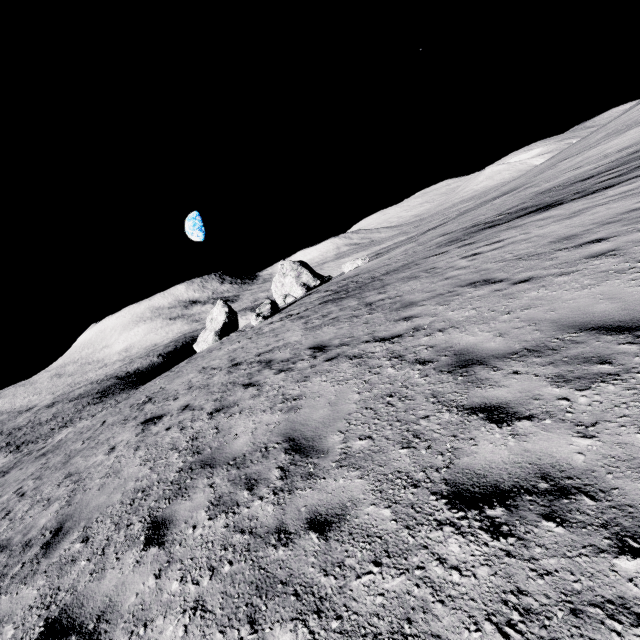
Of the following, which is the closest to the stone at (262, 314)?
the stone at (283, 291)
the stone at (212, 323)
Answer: the stone at (283, 291)

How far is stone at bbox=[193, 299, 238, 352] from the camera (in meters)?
40.91

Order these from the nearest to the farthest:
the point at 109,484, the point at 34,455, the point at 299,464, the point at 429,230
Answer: the point at 299,464
the point at 109,484
the point at 34,455
the point at 429,230

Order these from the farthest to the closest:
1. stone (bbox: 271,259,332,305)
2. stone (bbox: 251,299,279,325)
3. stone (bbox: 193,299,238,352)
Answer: stone (bbox: 271,259,332,305) → stone (bbox: 193,299,238,352) → stone (bbox: 251,299,279,325)

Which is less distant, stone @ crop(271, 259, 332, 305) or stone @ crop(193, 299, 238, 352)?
stone @ crop(193, 299, 238, 352)

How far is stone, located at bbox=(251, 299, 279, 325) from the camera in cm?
2395

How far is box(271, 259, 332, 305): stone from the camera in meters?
41.9

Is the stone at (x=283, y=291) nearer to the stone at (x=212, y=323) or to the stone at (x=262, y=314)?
the stone at (x=212, y=323)
